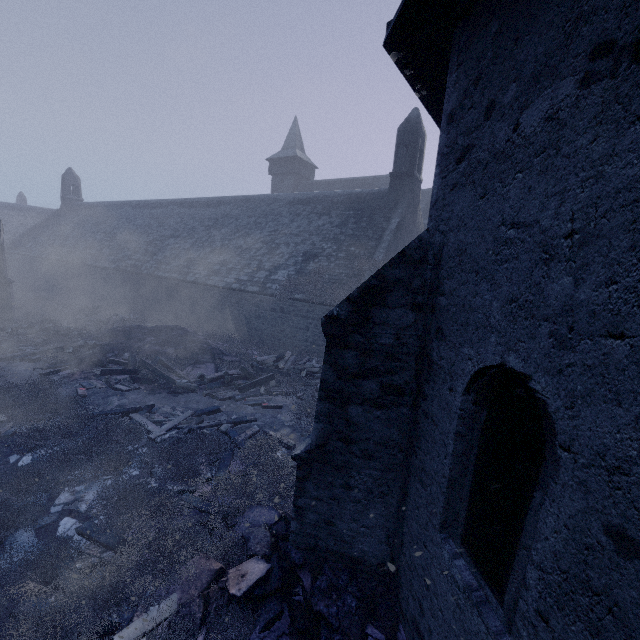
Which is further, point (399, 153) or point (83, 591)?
point (399, 153)

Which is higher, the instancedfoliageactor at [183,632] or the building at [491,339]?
the building at [491,339]

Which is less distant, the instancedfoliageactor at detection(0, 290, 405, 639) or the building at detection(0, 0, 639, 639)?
the building at detection(0, 0, 639, 639)

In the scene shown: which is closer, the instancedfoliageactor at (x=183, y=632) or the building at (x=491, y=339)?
the building at (x=491, y=339)

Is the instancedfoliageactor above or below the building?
below
